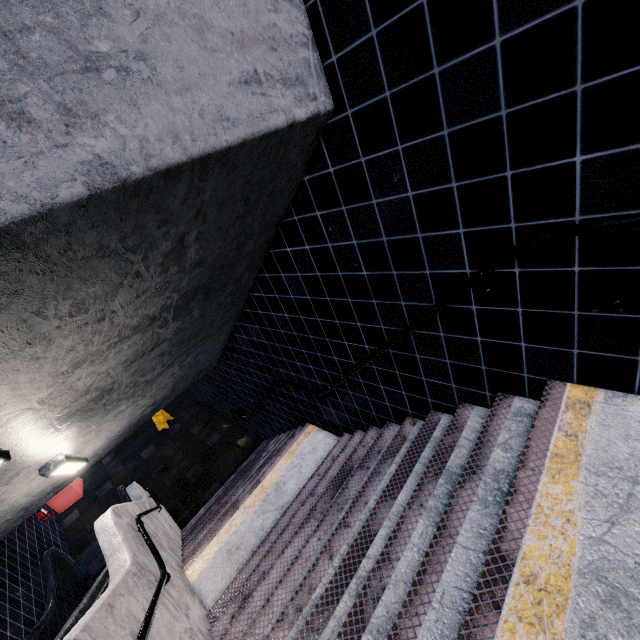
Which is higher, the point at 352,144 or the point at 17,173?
the point at 17,173
